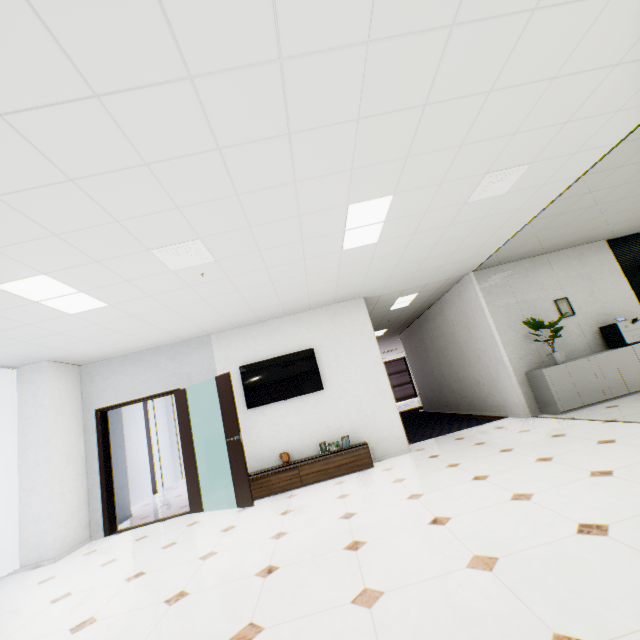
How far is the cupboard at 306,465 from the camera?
5.1 meters

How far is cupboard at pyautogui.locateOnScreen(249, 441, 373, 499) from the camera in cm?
514

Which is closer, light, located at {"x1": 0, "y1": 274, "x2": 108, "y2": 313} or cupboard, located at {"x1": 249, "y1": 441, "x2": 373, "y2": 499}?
light, located at {"x1": 0, "y1": 274, "x2": 108, "y2": 313}

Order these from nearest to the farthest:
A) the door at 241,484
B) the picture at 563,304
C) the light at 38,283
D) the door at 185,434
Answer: the light at 38,283
the door at 241,484
the door at 185,434
the picture at 563,304

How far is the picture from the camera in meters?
6.4

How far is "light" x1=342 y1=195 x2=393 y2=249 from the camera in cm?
332

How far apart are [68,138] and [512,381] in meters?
7.0

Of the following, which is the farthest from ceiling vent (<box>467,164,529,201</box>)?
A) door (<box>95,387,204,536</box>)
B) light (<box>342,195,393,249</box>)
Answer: door (<box>95,387,204,536</box>)
